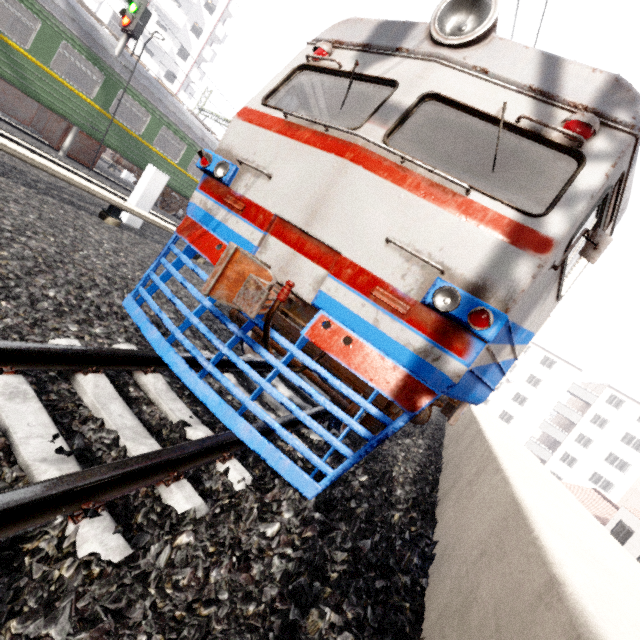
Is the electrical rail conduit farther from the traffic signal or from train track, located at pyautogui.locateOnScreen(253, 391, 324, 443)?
the traffic signal

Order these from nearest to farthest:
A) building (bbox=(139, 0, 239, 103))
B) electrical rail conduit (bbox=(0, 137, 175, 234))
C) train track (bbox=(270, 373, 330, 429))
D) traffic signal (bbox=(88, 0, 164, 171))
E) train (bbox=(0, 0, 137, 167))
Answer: train track (bbox=(270, 373, 330, 429)) < electrical rail conduit (bbox=(0, 137, 175, 234)) < train (bbox=(0, 0, 137, 167)) < traffic signal (bbox=(88, 0, 164, 171)) < building (bbox=(139, 0, 239, 103))

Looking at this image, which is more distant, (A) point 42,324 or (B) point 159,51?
(B) point 159,51

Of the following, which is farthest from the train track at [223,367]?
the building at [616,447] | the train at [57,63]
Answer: the building at [616,447]

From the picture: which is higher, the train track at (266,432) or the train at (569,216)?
the train at (569,216)

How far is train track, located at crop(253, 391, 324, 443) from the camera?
3.2 meters

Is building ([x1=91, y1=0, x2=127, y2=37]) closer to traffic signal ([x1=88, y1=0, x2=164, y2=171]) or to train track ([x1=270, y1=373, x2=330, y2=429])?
traffic signal ([x1=88, y1=0, x2=164, y2=171])

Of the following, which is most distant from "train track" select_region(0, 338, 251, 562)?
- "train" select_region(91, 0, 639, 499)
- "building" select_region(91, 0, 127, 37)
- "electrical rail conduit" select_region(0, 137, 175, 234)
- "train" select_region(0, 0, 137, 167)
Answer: "building" select_region(91, 0, 127, 37)
